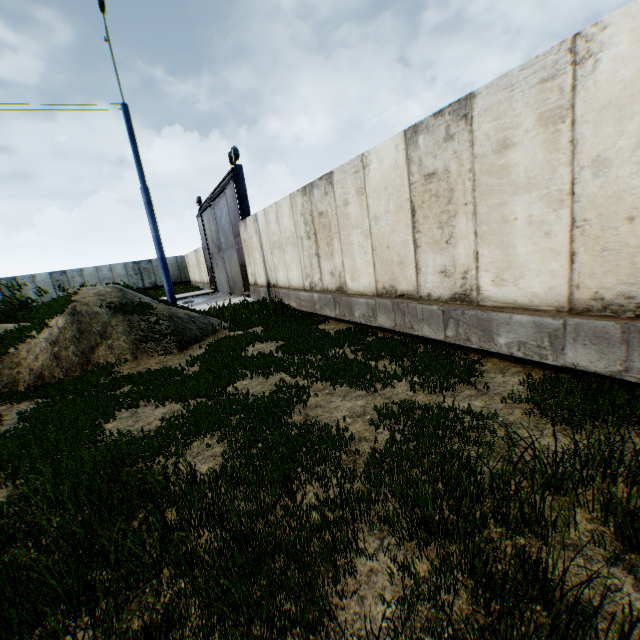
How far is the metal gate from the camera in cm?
1490

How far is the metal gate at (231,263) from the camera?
14.9 meters

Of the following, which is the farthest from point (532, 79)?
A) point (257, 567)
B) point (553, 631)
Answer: point (257, 567)
